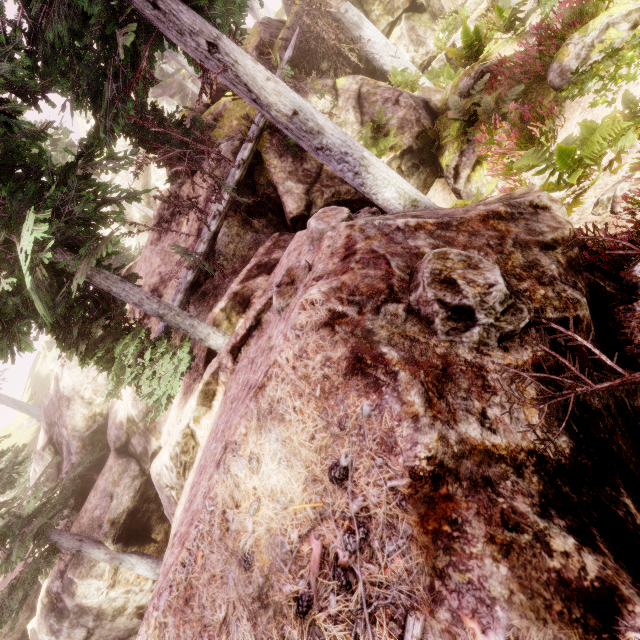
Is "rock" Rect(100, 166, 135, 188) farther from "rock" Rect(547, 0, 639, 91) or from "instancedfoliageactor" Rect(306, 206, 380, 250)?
"rock" Rect(547, 0, 639, 91)

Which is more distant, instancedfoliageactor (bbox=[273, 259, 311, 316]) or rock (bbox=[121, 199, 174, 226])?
rock (bbox=[121, 199, 174, 226])

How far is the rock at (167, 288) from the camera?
12.2m

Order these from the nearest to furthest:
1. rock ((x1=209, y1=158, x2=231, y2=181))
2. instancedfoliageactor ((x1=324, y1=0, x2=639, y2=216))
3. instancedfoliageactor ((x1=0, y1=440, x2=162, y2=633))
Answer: instancedfoliageactor ((x1=324, y1=0, x2=639, y2=216)) → instancedfoliageactor ((x1=0, y1=440, x2=162, y2=633)) → rock ((x1=209, y1=158, x2=231, y2=181))

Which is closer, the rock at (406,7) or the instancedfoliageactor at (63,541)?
the instancedfoliageactor at (63,541)

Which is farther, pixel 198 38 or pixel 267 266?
pixel 267 266

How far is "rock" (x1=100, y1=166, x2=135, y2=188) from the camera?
32.50m

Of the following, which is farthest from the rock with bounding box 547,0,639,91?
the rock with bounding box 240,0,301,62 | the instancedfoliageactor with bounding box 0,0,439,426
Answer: the rock with bounding box 240,0,301,62
